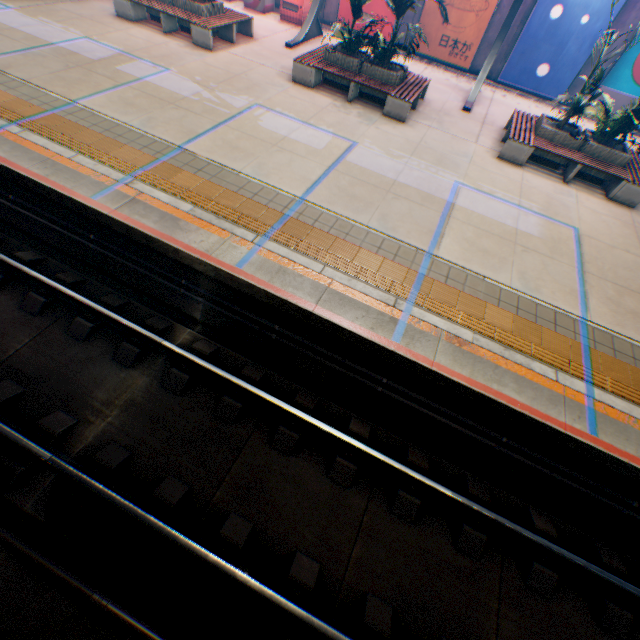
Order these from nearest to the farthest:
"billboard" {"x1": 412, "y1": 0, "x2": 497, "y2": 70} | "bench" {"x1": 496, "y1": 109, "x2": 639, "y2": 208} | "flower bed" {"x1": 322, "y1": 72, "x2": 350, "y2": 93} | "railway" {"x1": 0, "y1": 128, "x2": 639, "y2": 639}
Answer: "railway" {"x1": 0, "y1": 128, "x2": 639, "y2": 639} → "bench" {"x1": 496, "y1": 109, "x2": 639, "y2": 208} → "flower bed" {"x1": 322, "y1": 72, "x2": 350, "y2": 93} → "billboard" {"x1": 412, "y1": 0, "x2": 497, "y2": 70}

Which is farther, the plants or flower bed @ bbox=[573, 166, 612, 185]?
flower bed @ bbox=[573, 166, 612, 185]

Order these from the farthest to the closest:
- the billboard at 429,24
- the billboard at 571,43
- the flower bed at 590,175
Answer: the billboard at 429,24
the billboard at 571,43
the flower bed at 590,175

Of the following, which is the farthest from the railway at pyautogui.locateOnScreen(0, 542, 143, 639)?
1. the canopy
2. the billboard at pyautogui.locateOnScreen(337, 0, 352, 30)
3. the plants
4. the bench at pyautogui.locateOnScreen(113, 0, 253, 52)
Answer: the billboard at pyautogui.locateOnScreen(337, 0, 352, 30)

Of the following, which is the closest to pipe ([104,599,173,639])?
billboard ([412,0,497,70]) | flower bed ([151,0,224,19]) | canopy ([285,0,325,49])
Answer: canopy ([285,0,325,49])

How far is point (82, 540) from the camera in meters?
3.9

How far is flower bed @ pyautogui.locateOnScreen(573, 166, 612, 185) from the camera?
9.2m

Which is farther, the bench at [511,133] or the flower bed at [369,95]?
the flower bed at [369,95]
